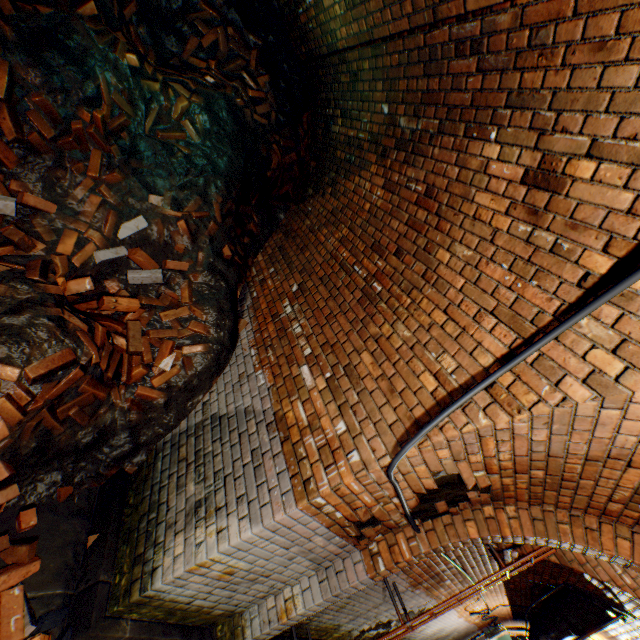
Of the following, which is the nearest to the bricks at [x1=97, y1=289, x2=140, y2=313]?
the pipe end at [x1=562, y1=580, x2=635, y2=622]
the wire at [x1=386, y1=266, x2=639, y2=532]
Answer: the wire at [x1=386, y1=266, x2=639, y2=532]

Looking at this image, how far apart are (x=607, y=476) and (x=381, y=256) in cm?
229

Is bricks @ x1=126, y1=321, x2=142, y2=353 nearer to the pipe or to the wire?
the wire

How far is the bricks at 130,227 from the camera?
3.2 meters

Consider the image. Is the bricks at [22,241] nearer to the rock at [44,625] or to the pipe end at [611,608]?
the rock at [44,625]

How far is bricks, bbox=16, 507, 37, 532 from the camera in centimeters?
240cm

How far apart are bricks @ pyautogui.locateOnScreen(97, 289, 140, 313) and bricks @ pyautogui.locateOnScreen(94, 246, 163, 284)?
0.2m

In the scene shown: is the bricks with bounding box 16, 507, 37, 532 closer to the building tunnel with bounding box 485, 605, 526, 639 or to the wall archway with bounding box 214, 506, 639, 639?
the building tunnel with bounding box 485, 605, 526, 639
